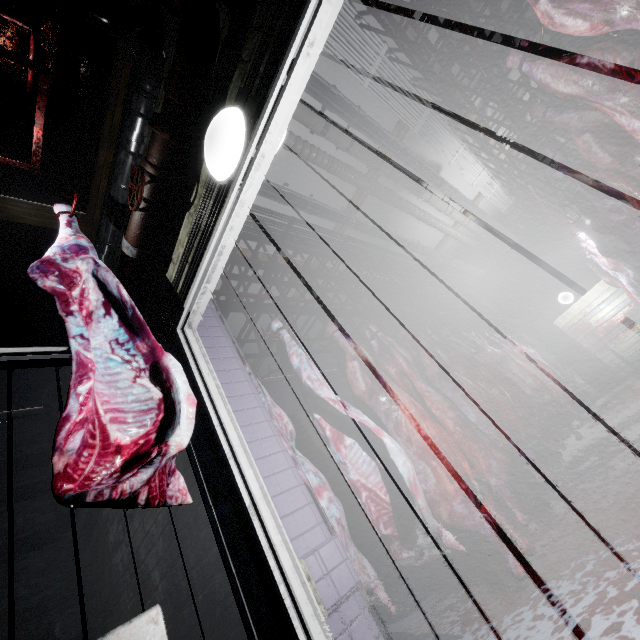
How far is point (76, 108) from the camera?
2.7 meters

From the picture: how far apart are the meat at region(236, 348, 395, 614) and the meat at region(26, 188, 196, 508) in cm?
99

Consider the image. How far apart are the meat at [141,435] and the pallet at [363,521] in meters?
3.4 m

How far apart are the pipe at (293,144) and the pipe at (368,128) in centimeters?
39cm

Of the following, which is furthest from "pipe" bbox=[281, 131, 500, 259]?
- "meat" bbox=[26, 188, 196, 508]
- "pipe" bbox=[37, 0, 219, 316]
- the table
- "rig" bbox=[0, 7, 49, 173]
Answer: the table

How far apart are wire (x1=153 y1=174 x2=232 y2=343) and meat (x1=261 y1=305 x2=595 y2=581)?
1.9 meters

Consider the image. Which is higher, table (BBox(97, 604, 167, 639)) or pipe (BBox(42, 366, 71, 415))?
pipe (BBox(42, 366, 71, 415))

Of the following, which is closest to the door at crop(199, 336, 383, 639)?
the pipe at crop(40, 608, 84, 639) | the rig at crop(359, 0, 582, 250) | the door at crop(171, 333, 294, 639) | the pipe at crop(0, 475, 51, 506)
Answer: the door at crop(171, 333, 294, 639)
